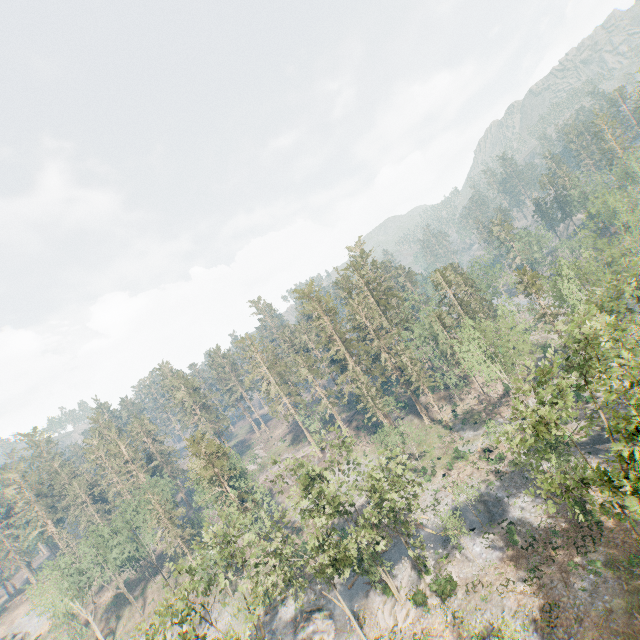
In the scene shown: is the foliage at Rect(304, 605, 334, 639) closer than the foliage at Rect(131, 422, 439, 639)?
No

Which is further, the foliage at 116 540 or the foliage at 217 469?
the foliage at 116 540

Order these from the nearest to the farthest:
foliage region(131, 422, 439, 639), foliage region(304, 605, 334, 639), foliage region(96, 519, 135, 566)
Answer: foliage region(131, 422, 439, 639)
foliage region(304, 605, 334, 639)
foliage region(96, 519, 135, 566)

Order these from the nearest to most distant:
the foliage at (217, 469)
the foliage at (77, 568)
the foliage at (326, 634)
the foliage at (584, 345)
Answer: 1. the foliage at (584, 345)
2. the foliage at (217, 469)
3. the foliage at (326, 634)
4. the foliage at (77, 568)

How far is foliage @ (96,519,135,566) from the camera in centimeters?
5482cm

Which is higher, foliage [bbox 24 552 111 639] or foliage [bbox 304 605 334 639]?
foliage [bbox 24 552 111 639]

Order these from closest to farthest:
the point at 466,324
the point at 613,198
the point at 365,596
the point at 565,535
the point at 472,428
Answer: the point at 565,535, the point at 365,596, the point at 466,324, the point at 613,198, the point at 472,428
